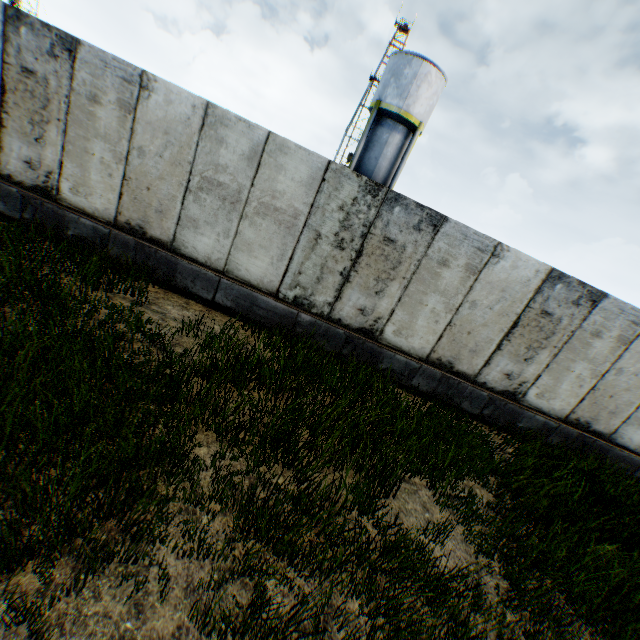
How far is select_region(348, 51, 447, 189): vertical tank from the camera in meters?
19.8 m

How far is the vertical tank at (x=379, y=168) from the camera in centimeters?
1981cm

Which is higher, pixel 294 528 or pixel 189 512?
pixel 294 528
